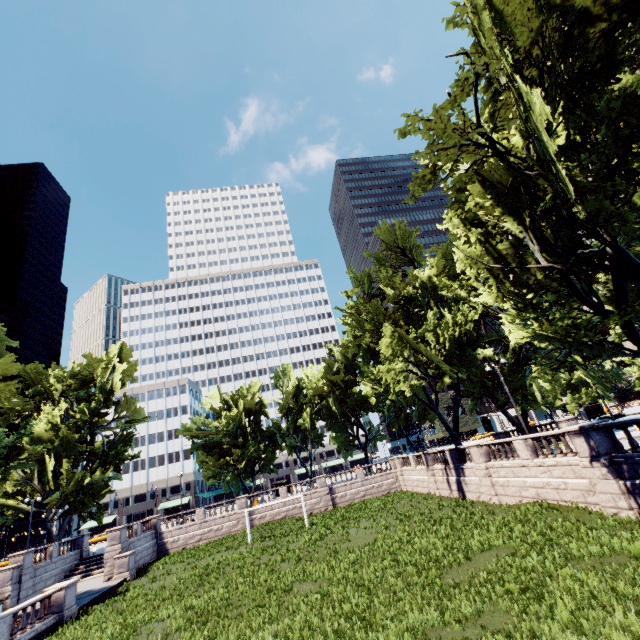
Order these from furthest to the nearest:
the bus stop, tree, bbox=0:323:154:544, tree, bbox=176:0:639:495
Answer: the bus stop, tree, bbox=0:323:154:544, tree, bbox=176:0:639:495

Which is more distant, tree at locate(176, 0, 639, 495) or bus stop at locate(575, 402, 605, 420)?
bus stop at locate(575, 402, 605, 420)

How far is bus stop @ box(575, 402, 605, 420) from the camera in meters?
48.8 m

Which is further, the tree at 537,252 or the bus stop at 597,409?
the bus stop at 597,409

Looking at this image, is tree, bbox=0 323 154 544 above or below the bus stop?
above

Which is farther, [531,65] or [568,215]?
[531,65]

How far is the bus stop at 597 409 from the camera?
48.8 meters
